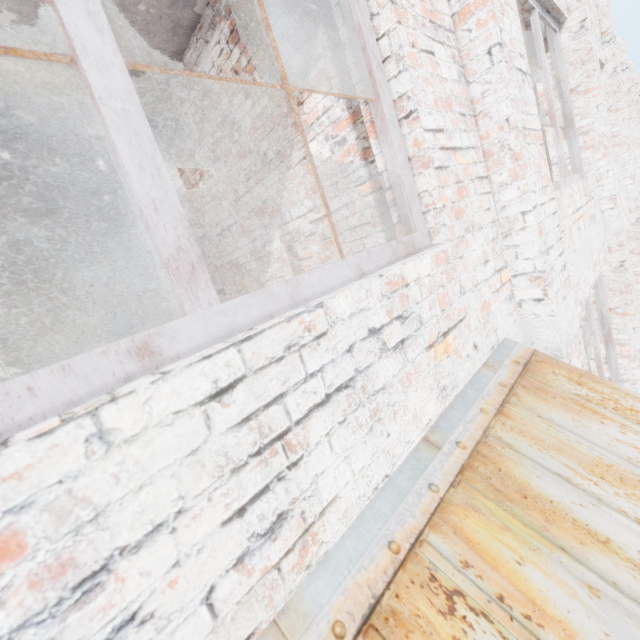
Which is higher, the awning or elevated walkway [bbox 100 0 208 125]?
elevated walkway [bbox 100 0 208 125]

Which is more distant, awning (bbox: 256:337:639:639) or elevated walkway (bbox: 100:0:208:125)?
Answer: elevated walkway (bbox: 100:0:208:125)

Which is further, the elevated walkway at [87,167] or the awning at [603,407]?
the elevated walkway at [87,167]

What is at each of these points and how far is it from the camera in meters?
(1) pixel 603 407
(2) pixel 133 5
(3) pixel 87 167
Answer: (1) awning, 1.5 m
(2) elevated walkway, 2.6 m
(3) elevated walkway, 4.7 m
